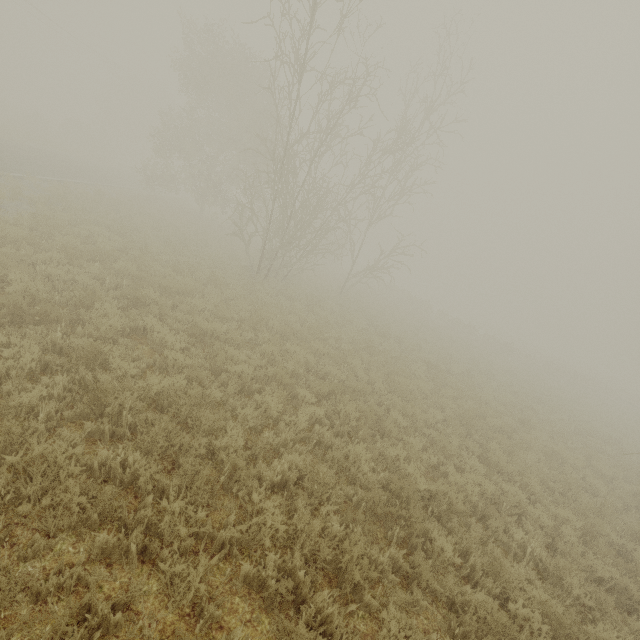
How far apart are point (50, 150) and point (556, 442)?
41.5m
